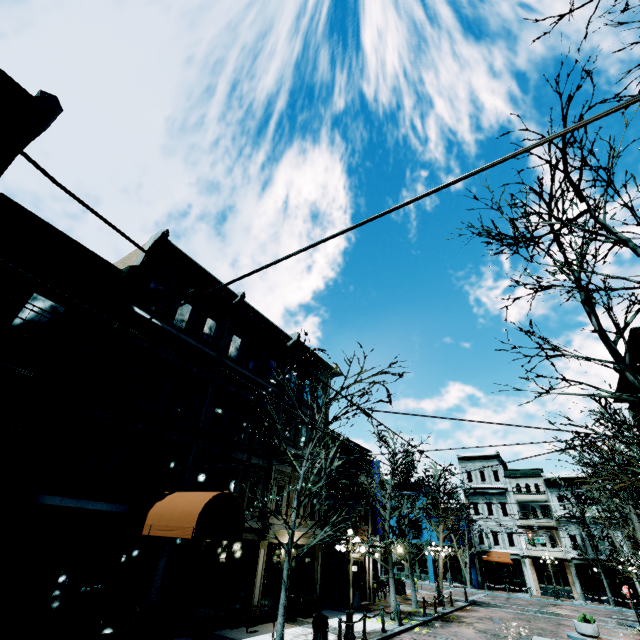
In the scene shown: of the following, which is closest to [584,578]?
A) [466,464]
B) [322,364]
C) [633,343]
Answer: [466,464]

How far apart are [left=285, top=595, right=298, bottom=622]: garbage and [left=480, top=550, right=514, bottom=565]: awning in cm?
3183

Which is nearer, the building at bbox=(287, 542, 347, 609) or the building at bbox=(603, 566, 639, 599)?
the building at bbox=(287, 542, 347, 609)

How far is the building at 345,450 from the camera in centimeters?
2339cm

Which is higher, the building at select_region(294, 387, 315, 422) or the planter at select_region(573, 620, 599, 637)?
the building at select_region(294, 387, 315, 422)

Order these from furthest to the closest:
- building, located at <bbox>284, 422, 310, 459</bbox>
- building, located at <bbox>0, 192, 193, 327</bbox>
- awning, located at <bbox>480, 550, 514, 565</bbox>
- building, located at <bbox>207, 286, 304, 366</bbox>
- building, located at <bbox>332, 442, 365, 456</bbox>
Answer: awning, located at <bbox>480, 550, 514, 565</bbox>, building, located at <bbox>332, 442, 365, 456</bbox>, building, located at <bbox>284, 422, 310, 459</bbox>, building, located at <bbox>207, 286, 304, 366</bbox>, building, located at <bbox>0, 192, 193, 327</bbox>

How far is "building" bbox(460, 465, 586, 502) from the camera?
37.1m

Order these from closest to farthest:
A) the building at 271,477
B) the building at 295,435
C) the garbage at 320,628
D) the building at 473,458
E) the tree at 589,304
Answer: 1. the tree at 589,304
2. the garbage at 320,628
3. the building at 271,477
4. the building at 295,435
5. the building at 473,458
